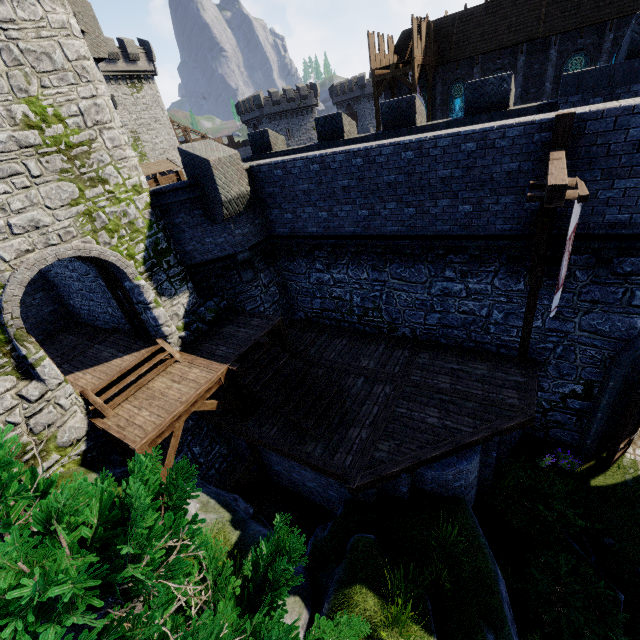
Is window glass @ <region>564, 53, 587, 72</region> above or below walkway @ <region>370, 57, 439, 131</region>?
below

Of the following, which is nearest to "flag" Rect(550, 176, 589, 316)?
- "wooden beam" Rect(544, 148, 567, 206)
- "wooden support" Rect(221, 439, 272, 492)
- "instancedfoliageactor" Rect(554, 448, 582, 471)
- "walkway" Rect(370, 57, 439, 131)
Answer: "wooden beam" Rect(544, 148, 567, 206)

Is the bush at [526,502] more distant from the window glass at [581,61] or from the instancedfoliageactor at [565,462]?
the window glass at [581,61]

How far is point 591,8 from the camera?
21.44m

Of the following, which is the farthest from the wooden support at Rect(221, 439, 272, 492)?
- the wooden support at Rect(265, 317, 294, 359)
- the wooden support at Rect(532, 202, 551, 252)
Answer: the wooden support at Rect(532, 202, 551, 252)

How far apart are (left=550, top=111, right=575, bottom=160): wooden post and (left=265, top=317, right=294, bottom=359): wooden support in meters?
7.8 m

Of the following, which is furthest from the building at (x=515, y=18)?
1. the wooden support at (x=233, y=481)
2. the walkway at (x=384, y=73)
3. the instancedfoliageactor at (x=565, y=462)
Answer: the wooden support at (x=233, y=481)

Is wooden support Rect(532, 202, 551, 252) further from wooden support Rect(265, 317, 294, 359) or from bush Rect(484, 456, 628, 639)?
wooden support Rect(265, 317, 294, 359)
